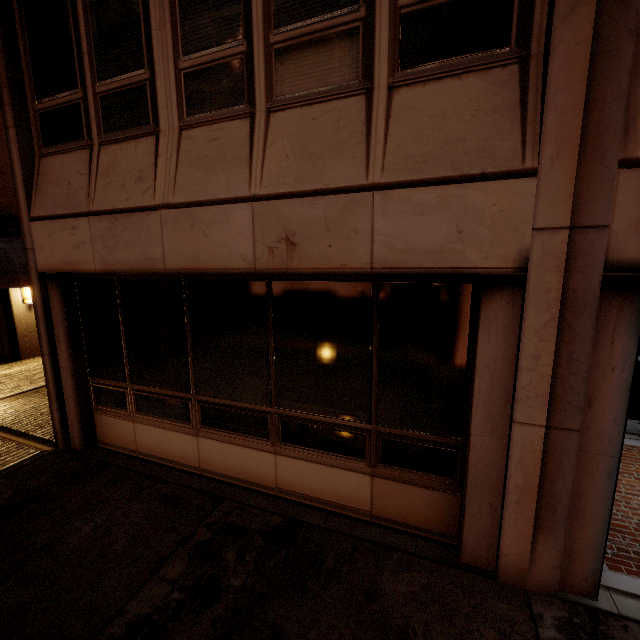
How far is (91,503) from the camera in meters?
4.2 m

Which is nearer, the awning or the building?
the building

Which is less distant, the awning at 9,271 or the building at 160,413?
the building at 160,413
